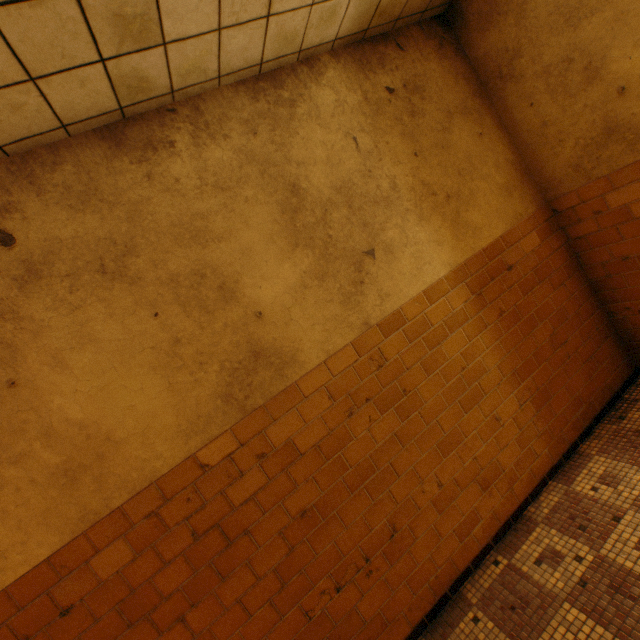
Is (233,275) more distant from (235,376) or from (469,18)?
(469,18)
